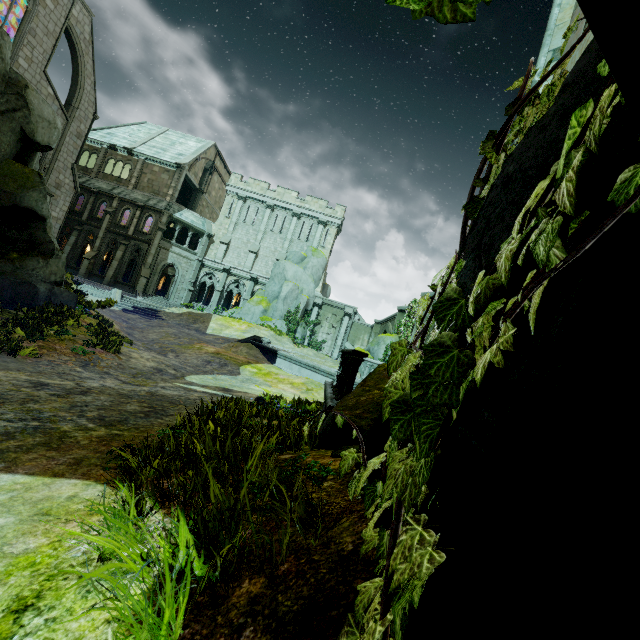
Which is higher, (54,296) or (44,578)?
(54,296)

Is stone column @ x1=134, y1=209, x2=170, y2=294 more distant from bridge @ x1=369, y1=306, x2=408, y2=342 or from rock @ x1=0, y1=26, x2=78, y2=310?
bridge @ x1=369, y1=306, x2=408, y2=342

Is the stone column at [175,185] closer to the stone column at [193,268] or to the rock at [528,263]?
the stone column at [193,268]

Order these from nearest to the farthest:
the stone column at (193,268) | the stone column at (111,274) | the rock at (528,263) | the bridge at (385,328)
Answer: the rock at (528,263), the bridge at (385,328), the stone column at (111,274), the stone column at (193,268)

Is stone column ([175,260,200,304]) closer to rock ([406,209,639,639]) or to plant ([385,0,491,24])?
rock ([406,209,639,639])

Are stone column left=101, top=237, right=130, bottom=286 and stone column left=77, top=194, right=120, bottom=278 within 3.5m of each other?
yes

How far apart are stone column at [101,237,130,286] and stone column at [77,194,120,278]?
1.69m

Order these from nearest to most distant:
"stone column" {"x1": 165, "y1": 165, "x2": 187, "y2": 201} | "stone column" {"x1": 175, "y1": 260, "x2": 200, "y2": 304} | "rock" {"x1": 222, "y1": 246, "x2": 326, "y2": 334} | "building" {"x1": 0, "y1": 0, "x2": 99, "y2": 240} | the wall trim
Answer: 1. the wall trim
2. "building" {"x1": 0, "y1": 0, "x2": 99, "y2": 240}
3. "rock" {"x1": 222, "y1": 246, "x2": 326, "y2": 334}
4. "stone column" {"x1": 165, "y1": 165, "x2": 187, "y2": 201}
5. "stone column" {"x1": 175, "y1": 260, "x2": 200, "y2": 304}
